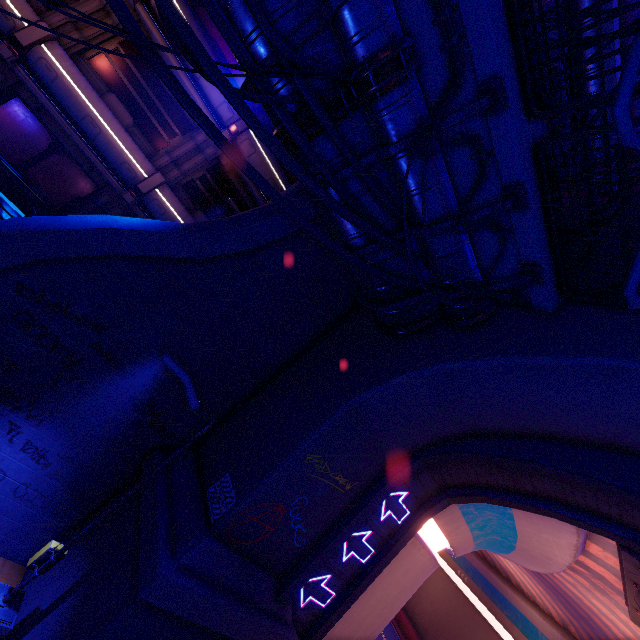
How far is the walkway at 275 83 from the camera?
5.2 meters

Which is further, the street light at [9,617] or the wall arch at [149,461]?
the wall arch at [149,461]

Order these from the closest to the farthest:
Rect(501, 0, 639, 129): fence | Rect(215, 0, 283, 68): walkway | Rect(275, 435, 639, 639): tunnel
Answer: Rect(501, 0, 639, 129): fence, Rect(215, 0, 283, 68): walkway, Rect(275, 435, 639, 639): tunnel

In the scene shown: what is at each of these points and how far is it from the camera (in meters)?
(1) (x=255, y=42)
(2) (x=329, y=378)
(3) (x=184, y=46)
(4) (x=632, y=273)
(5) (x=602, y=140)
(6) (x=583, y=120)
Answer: (1) walkway, 4.96
(2) wall arch, 8.05
(3) cable, 4.22
(4) cable, 2.30
(5) pipe, 7.79
(6) railing, 5.34

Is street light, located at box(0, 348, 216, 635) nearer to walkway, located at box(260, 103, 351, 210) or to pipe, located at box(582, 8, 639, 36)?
walkway, located at box(260, 103, 351, 210)

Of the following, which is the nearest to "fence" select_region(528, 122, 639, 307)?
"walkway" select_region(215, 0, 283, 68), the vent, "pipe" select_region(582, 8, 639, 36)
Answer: "walkway" select_region(215, 0, 283, 68)

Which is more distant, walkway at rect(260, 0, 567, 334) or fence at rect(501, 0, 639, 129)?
walkway at rect(260, 0, 567, 334)

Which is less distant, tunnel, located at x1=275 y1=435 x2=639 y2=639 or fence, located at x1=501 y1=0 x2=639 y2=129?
fence, located at x1=501 y1=0 x2=639 y2=129
